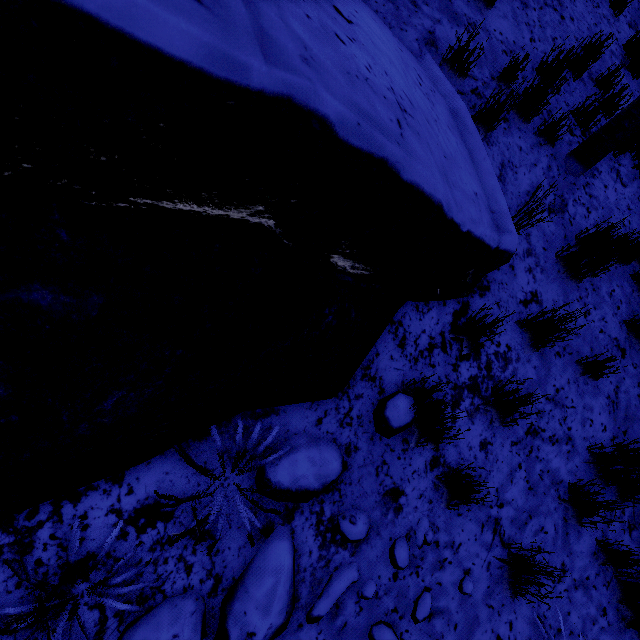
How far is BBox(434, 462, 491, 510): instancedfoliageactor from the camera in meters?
2.2

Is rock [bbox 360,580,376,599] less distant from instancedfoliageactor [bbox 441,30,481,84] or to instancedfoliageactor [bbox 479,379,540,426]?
instancedfoliageactor [bbox 479,379,540,426]

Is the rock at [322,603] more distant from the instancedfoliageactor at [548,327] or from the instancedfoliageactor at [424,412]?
the instancedfoliageactor at [548,327]

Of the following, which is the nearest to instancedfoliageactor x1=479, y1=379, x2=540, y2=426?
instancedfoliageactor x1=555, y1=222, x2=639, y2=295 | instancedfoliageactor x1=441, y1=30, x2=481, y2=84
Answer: instancedfoliageactor x1=555, y1=222, x2=639, y2=295

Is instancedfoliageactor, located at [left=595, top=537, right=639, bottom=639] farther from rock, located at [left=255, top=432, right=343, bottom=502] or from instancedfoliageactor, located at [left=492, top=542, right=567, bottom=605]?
rock, located at [left=255, top=432, right=343, bottom=502]

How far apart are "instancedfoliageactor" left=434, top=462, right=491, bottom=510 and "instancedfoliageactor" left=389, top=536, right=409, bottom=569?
0.5 meters

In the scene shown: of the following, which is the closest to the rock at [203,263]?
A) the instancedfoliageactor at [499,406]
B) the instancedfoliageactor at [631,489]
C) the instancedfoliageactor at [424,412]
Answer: the instancedfoliageactor at [424,412]

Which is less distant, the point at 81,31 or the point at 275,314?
the point at 81,31
